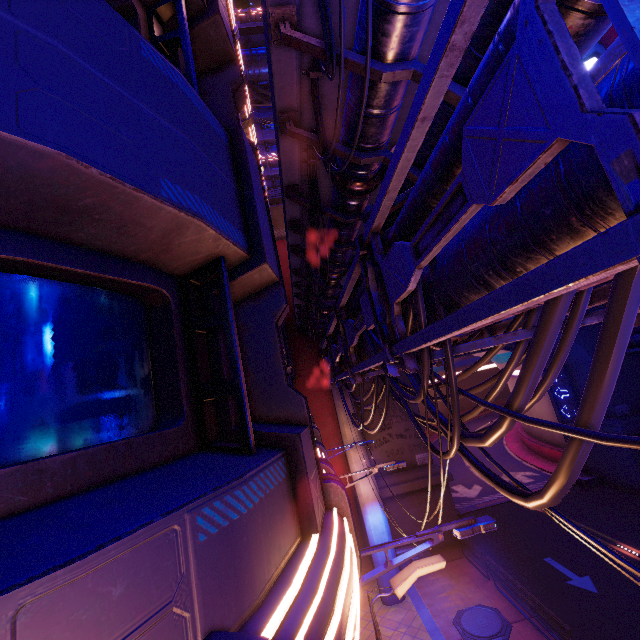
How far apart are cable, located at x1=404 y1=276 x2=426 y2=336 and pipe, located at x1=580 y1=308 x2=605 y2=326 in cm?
1

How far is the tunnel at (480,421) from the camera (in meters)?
49.85

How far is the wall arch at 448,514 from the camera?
19.4m

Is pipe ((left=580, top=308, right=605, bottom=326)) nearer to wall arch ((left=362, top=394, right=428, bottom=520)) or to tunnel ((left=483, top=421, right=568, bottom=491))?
wall arch ((left=362, top=394, right=428, bottom=520))

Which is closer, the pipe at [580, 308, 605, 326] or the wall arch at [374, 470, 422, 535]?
the pipe at [580, 308, 605, 326]

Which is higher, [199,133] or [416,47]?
[416,47]

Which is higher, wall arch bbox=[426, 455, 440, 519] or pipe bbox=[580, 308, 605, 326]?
pipe bbox=[580, 308, 605, 326]

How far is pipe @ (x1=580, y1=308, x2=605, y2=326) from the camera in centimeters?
363cm
